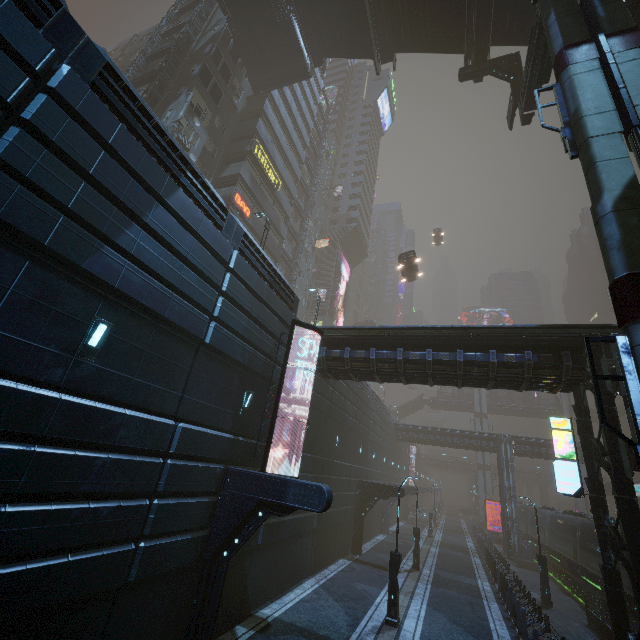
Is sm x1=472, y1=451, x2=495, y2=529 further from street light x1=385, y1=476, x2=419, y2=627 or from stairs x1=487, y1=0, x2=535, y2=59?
stairs x1=487, y1=0, x2=535, y2=59

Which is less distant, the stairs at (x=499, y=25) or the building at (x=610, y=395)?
→ the building at (x=610, y=395)

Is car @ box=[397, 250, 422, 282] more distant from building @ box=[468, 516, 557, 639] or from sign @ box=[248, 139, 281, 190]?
sign @ box=[248, 139, 281, 190]

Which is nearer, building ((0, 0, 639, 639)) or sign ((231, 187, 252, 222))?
building ((0, 0, 639, 639))

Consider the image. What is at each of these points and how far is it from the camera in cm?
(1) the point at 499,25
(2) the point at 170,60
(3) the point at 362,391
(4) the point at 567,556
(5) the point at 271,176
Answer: (1) stairs, 2027
(2) building structure, 2462
(3) building, 2733
(4) train, 2366
(5) sign, 3212

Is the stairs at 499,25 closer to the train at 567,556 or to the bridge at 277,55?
the bridge at 277,55

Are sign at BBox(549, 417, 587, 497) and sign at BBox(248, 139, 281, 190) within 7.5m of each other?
no

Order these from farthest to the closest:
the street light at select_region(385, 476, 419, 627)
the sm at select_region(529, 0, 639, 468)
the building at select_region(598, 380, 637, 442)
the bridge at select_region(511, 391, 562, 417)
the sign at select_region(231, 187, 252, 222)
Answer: the bridge at select_region(511, 391, 562, 417) → the sign at select_region(231, 187, 252, 222) → the street light at select_region(385, 476, 419, 627) → the building at select_region(598, 380, 637, 442) → the sm at select_region(529, 0, 639, 468)
